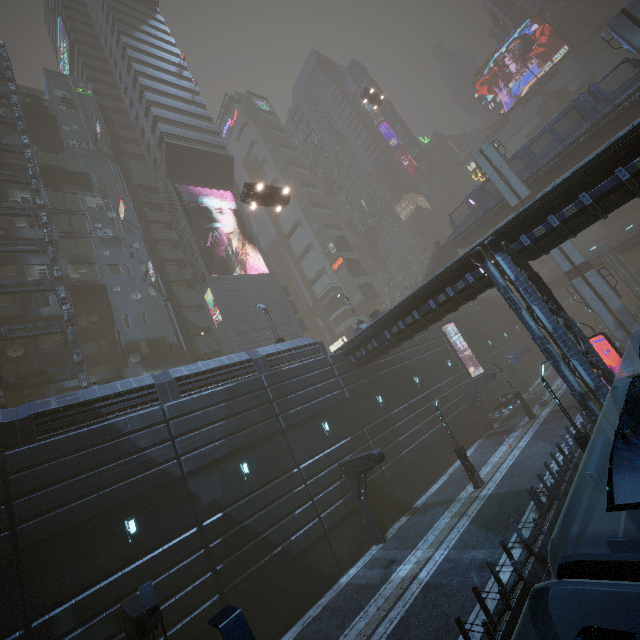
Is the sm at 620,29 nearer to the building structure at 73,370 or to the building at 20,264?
Answer: the building at 20,264

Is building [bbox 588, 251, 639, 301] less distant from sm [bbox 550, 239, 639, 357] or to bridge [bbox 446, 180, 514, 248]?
sm [bbox 550, 239, 639, 357]

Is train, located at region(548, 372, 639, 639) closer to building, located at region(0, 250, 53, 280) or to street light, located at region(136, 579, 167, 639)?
building, located at region(0, 250, 53, 280)

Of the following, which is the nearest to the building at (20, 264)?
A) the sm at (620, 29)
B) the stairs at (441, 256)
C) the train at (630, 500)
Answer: the sm at (620, 29)

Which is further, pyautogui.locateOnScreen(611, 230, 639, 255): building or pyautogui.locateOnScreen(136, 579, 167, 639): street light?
pyautogui.locateOnScreen(611, 230, 639, 255): building

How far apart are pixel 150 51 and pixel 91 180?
26.33m

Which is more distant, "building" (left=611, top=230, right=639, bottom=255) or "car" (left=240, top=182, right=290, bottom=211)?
"building" (left=611, top=230, right=639, bottom=255)
